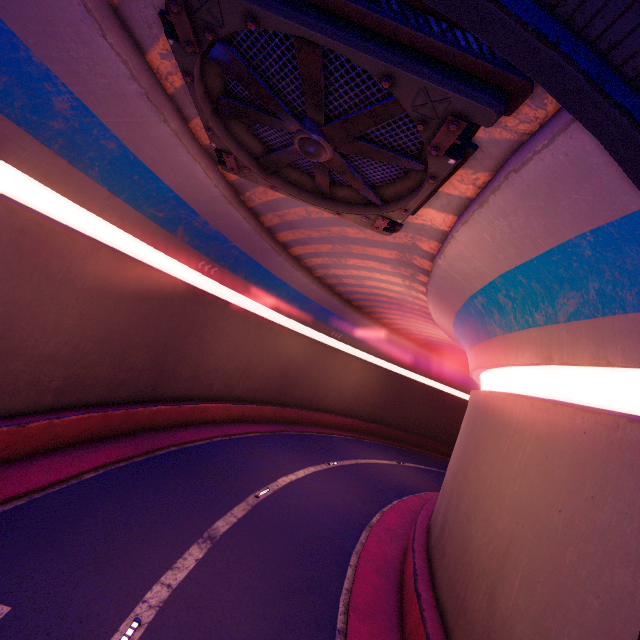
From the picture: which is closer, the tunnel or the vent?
the vent

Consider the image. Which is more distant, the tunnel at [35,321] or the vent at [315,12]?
the tunnel at [35,321]

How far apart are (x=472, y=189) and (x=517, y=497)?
7.1m
